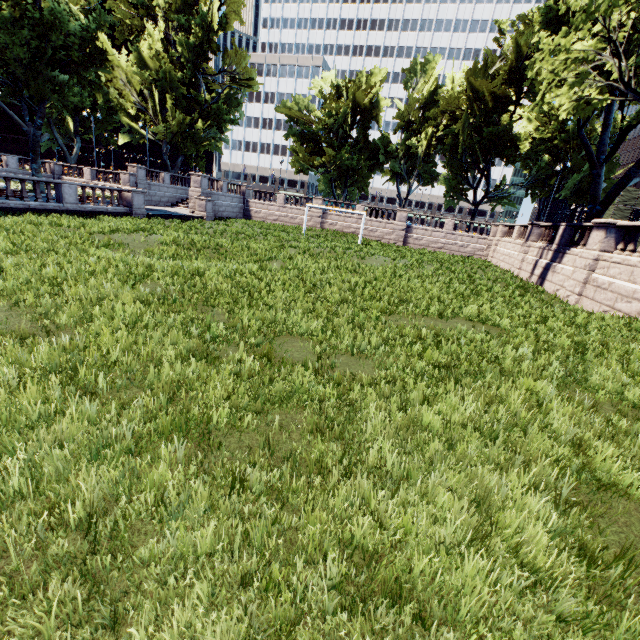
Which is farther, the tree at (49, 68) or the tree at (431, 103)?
the tree at (49, 68)

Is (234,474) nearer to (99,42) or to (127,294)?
(127,294)

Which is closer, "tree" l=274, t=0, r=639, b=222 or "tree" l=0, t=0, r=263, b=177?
"tree" l=274, t=0, r=639, b=222
